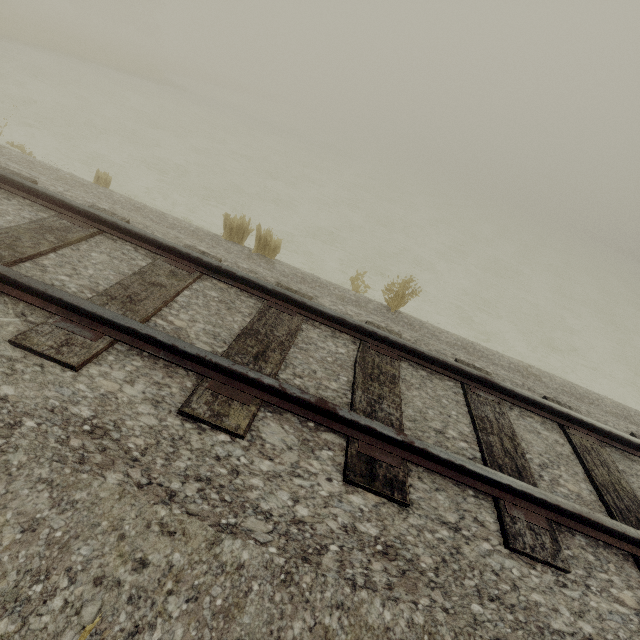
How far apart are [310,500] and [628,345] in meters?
16.9 m
